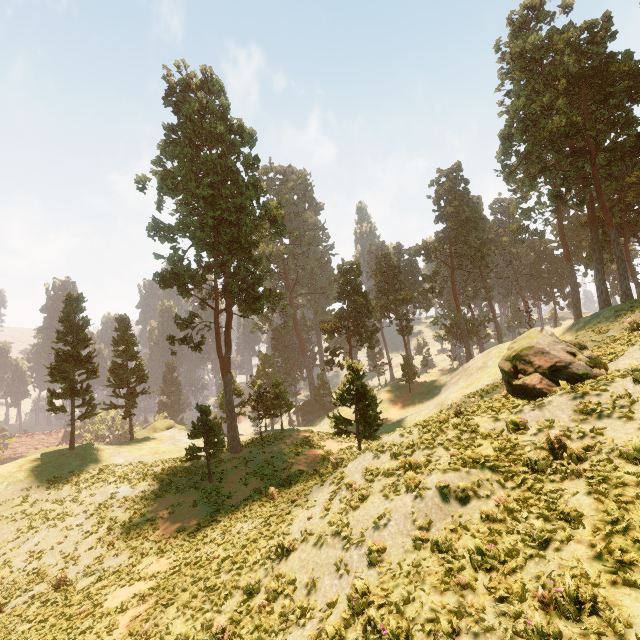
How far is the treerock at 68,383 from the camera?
32.2 meters

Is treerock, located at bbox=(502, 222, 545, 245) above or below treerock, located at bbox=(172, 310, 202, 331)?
above

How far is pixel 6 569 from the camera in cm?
1969

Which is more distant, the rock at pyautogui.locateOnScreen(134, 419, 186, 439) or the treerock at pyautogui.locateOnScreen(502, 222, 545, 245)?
the treerock at pyautogui.locateOnScreen(502, 222, 545, 245)

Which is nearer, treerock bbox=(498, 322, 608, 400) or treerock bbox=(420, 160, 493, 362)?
treerock bbox=(498, 322, 608, 400)
